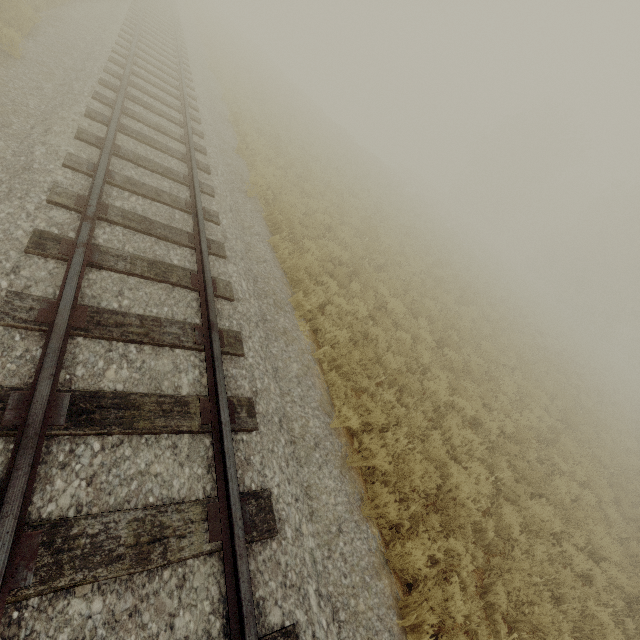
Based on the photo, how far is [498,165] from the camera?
50.3m
